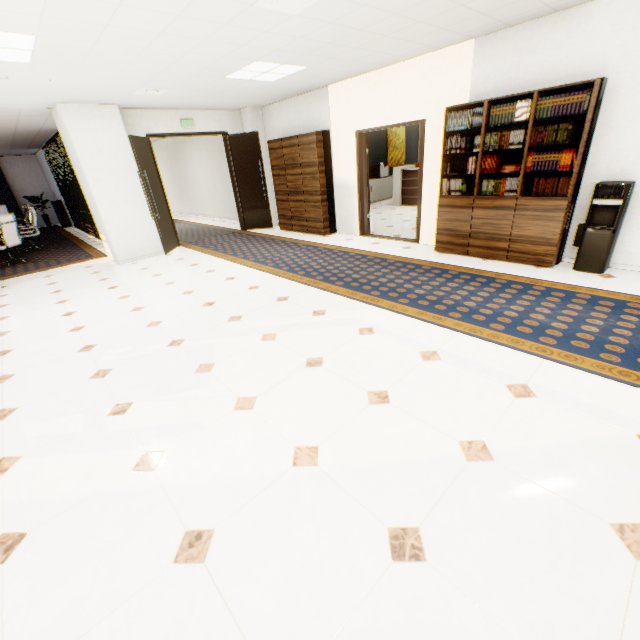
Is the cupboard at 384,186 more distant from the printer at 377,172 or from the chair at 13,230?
the chair at 13,230

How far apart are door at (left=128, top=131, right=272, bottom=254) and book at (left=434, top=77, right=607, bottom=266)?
5.1m

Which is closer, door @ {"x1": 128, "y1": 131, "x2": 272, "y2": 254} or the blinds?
door @ {"x1": 128, "y1": 131, "x2": 272, "y2": 254}

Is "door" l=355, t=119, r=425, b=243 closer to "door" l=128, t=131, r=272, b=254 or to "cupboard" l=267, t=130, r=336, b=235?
"cupboard" l=267, t=130, r=336, b=235

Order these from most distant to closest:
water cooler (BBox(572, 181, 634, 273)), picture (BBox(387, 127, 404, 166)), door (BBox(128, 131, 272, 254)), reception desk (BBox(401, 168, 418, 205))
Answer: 1. picture (BBox(387, 127, 404, 166))
2. reception desk (BBox(401, 168, 418, 205))
3. door (BBox(128, 131, 272, 254))
4. water cooler (BBox(572, 181, 634, 273))

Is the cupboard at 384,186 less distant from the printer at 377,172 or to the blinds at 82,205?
the printer at 377,172

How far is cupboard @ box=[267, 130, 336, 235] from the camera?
7.07m

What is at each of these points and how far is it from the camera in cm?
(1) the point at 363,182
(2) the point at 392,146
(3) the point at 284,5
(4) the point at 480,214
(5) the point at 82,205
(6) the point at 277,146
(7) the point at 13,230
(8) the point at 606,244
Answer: (1) door, 696
(2) picture, 1265
(3) ceiling vent, 300
(4) book, 496
(5) blinds, 1034
(6) cupboard, 779
(7) chair, 786
(8) water cooler, 406
